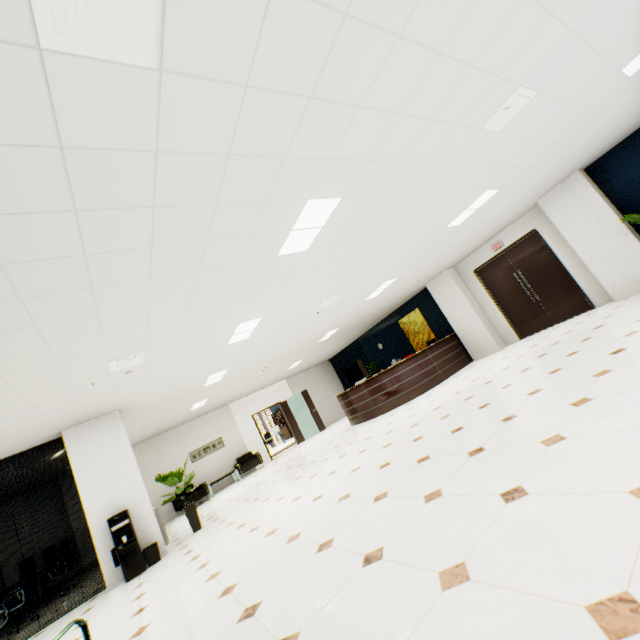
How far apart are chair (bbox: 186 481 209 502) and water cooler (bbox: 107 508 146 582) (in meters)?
5.53

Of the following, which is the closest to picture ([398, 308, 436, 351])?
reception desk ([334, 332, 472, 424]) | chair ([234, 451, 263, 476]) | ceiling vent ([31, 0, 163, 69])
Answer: reception desk ([334, 332, 472, 424])

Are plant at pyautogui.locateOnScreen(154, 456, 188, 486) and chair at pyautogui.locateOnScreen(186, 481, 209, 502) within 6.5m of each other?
yes

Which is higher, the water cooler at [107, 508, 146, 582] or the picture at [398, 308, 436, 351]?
the picture at [398, 308, 436, 351]

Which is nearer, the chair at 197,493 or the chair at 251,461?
the chair at 197,493

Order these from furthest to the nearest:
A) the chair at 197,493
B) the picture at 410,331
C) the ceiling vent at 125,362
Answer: the picture at 410,331
the chair at 197,493
the ceiling vent at 125,362

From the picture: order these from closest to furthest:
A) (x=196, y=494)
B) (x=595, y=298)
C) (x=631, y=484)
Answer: (x=631, y=484) → (x=595, y=298) → (x=196, y=494)

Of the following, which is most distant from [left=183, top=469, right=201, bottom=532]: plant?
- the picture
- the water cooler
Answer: the picture
